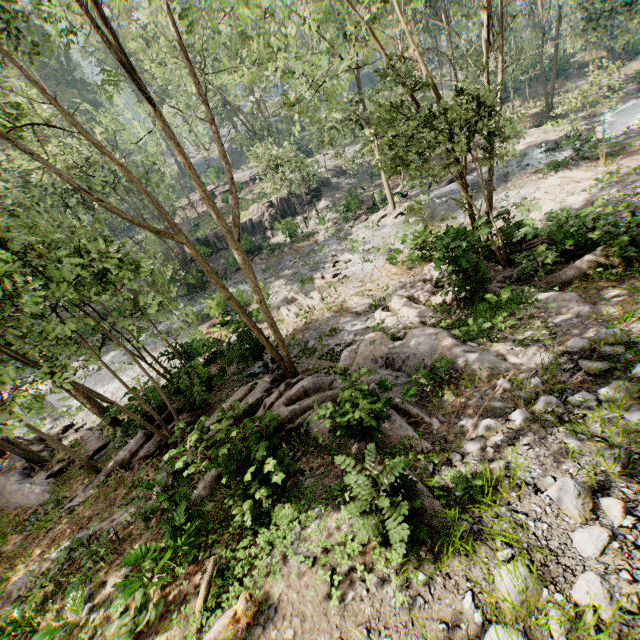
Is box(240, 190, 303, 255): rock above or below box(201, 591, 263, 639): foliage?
below

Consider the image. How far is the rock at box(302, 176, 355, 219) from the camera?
37.5 meters

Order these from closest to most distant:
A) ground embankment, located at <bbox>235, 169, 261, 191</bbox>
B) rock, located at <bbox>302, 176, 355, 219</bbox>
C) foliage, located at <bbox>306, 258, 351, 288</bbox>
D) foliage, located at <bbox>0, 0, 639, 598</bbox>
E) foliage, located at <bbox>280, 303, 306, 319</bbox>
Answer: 1. foliage, located at <bbox>0, 0, 639, 598</bbox>
2. foliage, located at <bbox>280, 303, 306, 319</bbox>
3. foliage, located at <bbox>306, 258, 351, 288</bbox>
4. rock, located at <bbox>302, 176, 355, 219</bbox>
5. ground embankment, located at <bbox>235, 169, 261, 191</bbox>

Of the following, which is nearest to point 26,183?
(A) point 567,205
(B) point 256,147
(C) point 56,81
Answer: (B) point 256,147

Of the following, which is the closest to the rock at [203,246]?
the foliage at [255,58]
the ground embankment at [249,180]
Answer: the foliage at [255,58]

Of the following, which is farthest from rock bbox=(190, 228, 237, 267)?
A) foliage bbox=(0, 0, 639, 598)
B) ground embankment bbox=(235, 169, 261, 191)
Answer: ground embankment bbox=(235, 169, 261, 191)

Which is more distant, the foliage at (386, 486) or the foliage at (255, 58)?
the foliage at (255, 58)

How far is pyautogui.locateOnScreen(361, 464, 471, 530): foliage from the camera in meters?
4.3
